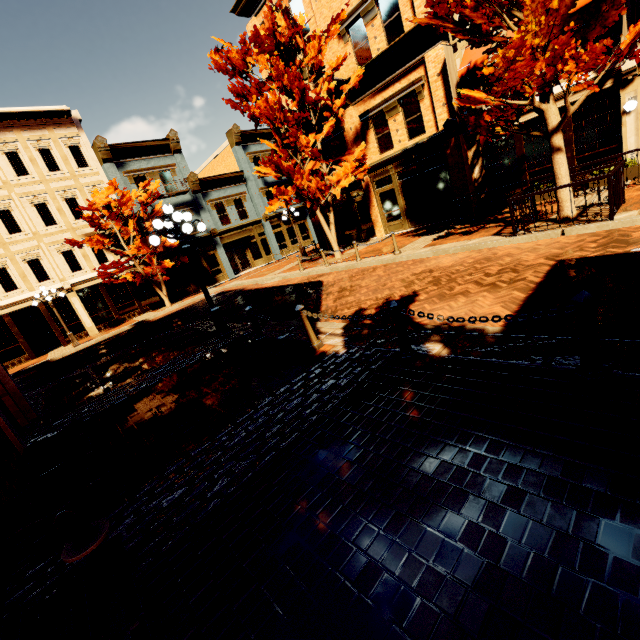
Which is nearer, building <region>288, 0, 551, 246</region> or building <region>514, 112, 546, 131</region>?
building <region>514, 112, 546, 131</region>

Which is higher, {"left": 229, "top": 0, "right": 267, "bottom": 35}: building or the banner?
{"left": 229, "top": 0, "right": 267, "bottom": 35}: building

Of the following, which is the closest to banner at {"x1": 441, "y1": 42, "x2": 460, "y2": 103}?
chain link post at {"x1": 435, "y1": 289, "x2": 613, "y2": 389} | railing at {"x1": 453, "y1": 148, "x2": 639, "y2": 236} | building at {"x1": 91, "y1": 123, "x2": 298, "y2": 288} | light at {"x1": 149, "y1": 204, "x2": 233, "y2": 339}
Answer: railing at {"x1": 453, "y1": 148, "x2": 639, "y2": 236}

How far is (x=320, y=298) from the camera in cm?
1017

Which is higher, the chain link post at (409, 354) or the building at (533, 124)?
the building at (533, 124)

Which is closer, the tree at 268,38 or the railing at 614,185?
the railing at 614,185

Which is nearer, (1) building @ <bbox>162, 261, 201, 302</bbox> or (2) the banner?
(2) the banner

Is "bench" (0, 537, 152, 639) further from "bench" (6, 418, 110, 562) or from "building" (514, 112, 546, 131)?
"building" (514, 112, 546, 131)
